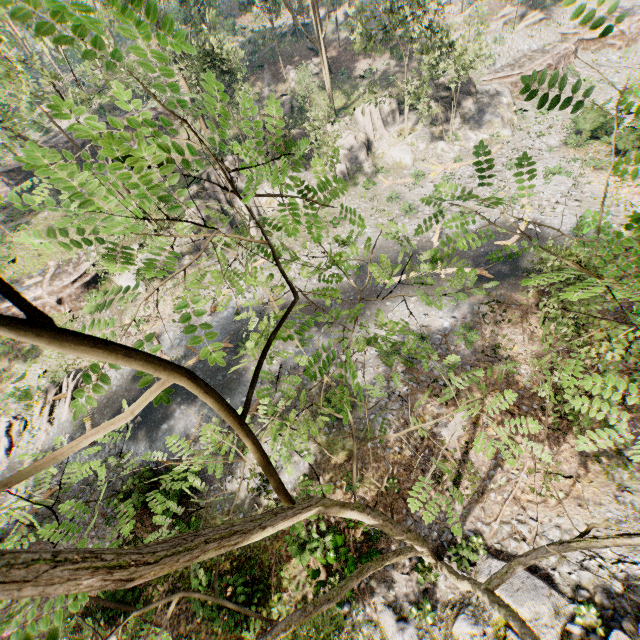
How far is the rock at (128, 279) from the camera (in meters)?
27.13

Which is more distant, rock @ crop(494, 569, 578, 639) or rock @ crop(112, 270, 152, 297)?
rock @ crop(112, 270, 152, 297)

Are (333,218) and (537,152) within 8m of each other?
no

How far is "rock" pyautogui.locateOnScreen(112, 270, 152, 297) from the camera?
27.13m

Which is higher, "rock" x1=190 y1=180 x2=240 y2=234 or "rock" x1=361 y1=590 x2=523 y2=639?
"rock" x1=190 y1=180 x2=240 y2=234

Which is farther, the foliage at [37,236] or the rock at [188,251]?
the rock at [188,251]

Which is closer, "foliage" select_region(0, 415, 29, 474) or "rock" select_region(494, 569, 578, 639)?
"rock" select_region(494, 569, 578, 639)
